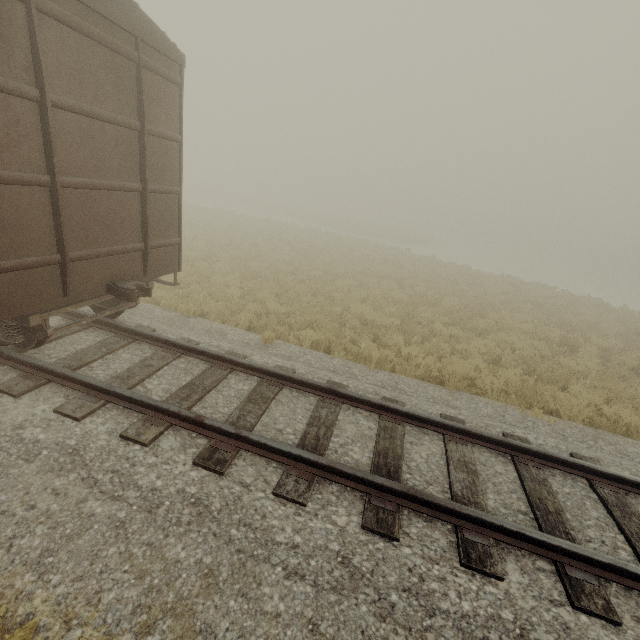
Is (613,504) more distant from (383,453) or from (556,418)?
(383,453)
